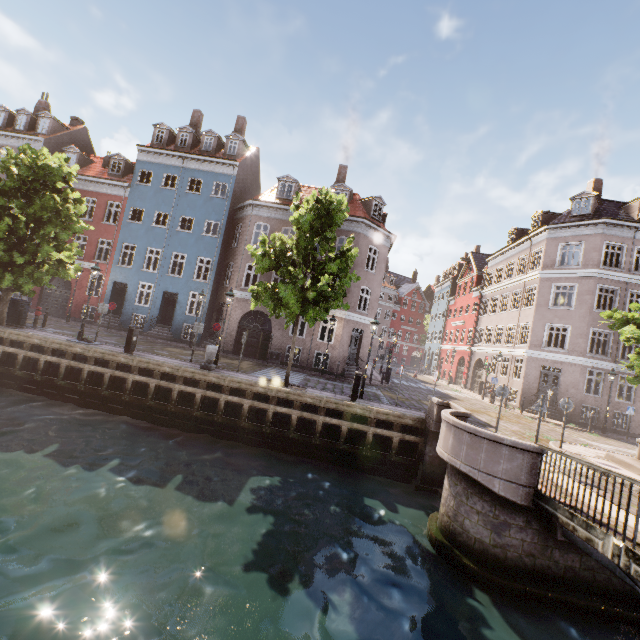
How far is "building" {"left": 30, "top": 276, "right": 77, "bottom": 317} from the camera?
24.48m

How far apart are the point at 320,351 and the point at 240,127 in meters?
20.6

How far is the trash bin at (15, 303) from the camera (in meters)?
16.62

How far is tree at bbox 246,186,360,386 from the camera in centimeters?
1263cm

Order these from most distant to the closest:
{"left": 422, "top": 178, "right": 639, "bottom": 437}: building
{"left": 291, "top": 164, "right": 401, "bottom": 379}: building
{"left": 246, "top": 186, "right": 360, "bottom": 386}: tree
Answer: {"left": 291, "top": 164, "right": 401, "bottom": 379}: building → {"left": 422, "top": 178, "right": 639, "bottom": 437}: building → {"left": 246, "top": 186, "right": 360, "bottom": 386}: tree

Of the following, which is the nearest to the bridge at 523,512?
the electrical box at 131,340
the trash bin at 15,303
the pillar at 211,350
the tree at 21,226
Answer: the tree at 21,226

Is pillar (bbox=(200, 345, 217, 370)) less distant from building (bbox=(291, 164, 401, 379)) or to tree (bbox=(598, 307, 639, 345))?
tree (bbox=(598, 307, 639, 345))
